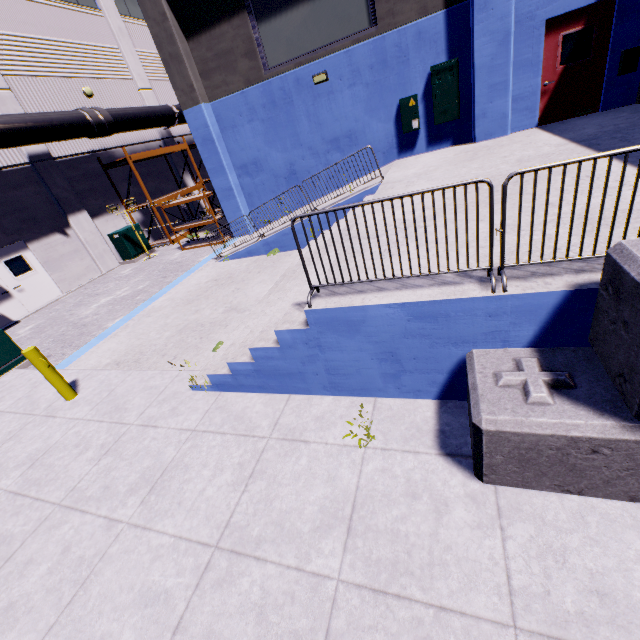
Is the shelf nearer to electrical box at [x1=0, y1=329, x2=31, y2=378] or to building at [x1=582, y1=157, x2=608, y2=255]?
building at [x1=582, y1=157, x2=608, y2=255]

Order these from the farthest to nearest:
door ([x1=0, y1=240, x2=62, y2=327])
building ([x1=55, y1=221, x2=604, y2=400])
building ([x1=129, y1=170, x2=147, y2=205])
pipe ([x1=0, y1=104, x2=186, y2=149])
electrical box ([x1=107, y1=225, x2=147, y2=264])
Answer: building ([x1=129, y1=170, x2=147, y2=205]) < electrical box ([x1=107, y1=225, x2=147, y2=264]) < door ([x1=0, y1=240, x2=62, y2=327]) < pipe ([x1=0, y1=104, x2=186, y2=149]) < building ([x1=55, y1=221, x2=604, y2=400])

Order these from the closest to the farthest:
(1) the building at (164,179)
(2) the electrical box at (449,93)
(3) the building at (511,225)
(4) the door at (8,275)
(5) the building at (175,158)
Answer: (3) the building at (511,225)
(2) the electrical box at (449,93)
(4) the door at (8,275)
(1) the building at (164,179)
(5) the building at (175,158)

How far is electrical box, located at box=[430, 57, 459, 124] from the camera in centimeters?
952cm

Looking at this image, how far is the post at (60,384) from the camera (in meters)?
5.60

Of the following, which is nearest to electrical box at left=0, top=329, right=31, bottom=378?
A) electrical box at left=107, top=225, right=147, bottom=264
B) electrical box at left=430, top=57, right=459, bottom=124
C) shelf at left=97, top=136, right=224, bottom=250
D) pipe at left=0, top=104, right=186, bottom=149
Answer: pipe at left=0, top=104, right=186, bottom=149

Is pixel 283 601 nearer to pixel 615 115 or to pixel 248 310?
pixel 248 310

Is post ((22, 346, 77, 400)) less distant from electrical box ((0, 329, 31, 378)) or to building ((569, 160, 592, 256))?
building ((569, 160, 592, 256))
